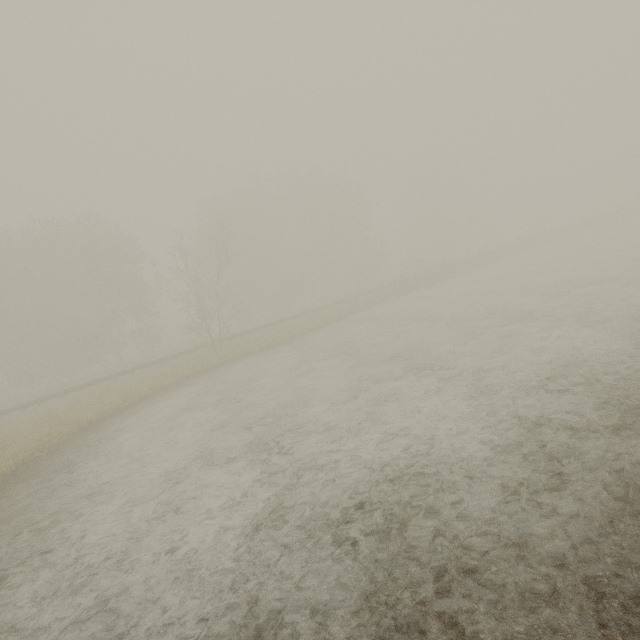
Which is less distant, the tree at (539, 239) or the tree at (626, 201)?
the tree at (539, 239)

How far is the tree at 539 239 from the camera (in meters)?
37.44

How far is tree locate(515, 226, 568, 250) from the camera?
37.4 meters

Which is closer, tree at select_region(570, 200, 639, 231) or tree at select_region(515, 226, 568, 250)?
tree at select_region(515, 226, 568, 250)

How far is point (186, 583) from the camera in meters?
4.3
